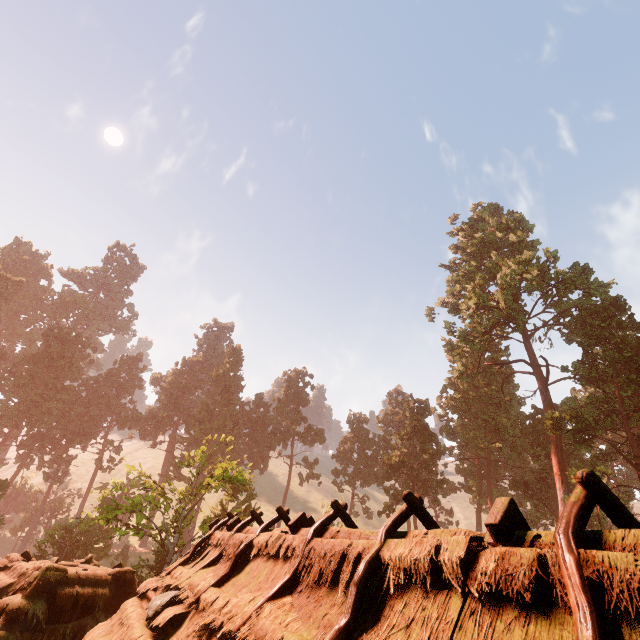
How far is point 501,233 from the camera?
40.94m

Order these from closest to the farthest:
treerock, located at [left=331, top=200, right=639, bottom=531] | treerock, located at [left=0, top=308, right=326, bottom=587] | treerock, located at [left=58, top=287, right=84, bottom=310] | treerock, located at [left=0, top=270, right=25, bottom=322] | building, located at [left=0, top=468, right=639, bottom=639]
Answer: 1. building, located at [left=0, top=468, right=639, bottom=639]
2. treerock, located at [left=0, top=308, right=326, bottom=587]
3. treerock, located at [left=331, top=200, right=639, bottom=531]
4. treerock, located at [left=0, top=270, right=25, bottom=322]
5. treerock, located at [left=58, top=287, right=84, bottom=310]

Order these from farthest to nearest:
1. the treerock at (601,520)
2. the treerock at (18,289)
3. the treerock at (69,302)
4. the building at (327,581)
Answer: the treerock at (69,302) < the treerock at (18,289) < the treerock at (601,520) < the building at (327,581)

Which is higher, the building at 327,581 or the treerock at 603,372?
the treerock at 603,372

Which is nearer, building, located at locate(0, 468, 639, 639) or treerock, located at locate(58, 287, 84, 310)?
building, located at locate(0, 468, 639, 639)

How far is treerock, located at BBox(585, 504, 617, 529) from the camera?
24.58m

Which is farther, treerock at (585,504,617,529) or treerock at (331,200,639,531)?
treerock at (331,200,639,531)
